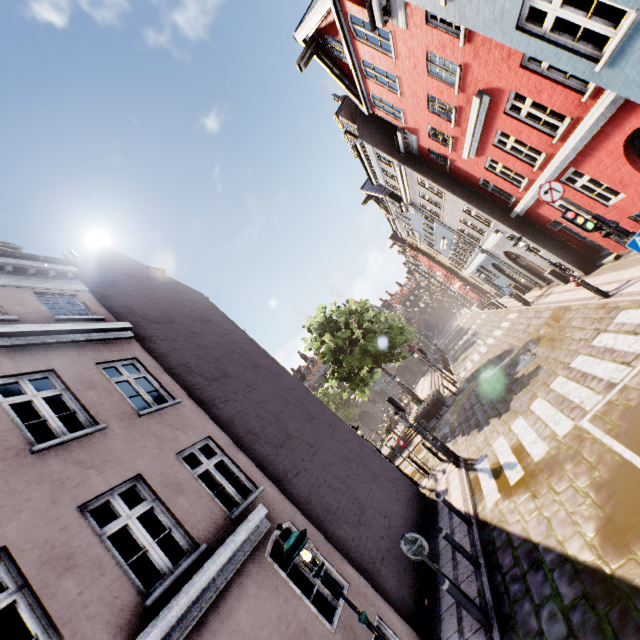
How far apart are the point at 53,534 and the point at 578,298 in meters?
17.8

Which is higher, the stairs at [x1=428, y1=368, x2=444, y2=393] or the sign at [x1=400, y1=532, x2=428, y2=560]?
the sign at [x1=400, y1=532, x2=428, y2=560]

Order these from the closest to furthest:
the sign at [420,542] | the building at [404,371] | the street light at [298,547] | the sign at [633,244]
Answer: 1. the street light at [298,547]
2. the sign at [420,542]
3. the sign at [633,244]
4. the building at [404,371]

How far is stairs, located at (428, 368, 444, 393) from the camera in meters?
25.4 m

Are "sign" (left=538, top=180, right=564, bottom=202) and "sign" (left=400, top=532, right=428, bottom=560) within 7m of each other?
no

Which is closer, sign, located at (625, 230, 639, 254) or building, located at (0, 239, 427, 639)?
building, located at (0, 239, 427, 639)

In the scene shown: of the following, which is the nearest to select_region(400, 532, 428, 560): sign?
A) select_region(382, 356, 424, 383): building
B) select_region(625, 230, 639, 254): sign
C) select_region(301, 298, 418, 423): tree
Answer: select_region(625, 230, 639, 254): sign

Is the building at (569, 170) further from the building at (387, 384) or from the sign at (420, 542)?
the building at (387, 384)
